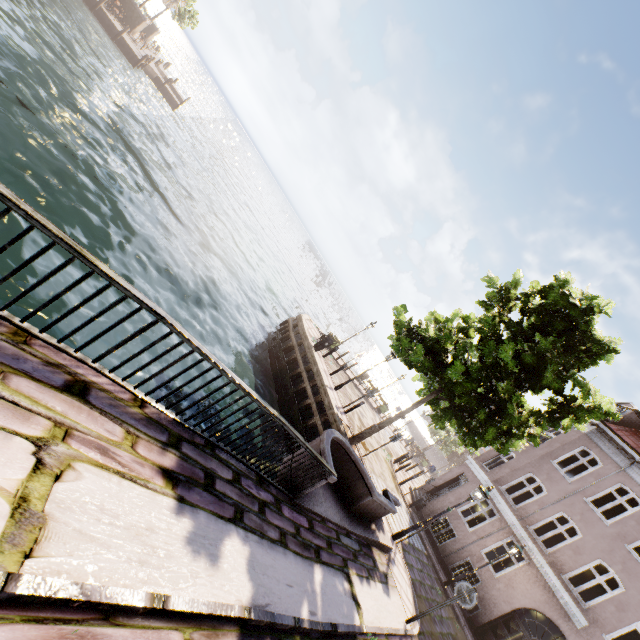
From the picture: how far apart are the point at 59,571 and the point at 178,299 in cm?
1079

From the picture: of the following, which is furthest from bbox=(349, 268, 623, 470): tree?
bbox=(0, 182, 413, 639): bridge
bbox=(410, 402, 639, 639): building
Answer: bbox=(410, 402, 639, 639): building

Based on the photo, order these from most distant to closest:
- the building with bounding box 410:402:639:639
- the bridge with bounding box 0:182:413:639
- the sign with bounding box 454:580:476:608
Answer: the building with bounding box 410:402:639:639, the sign with bounding box 454:580:476:608, the bridge with bounding box 0:182:413:639

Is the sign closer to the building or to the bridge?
the bridge

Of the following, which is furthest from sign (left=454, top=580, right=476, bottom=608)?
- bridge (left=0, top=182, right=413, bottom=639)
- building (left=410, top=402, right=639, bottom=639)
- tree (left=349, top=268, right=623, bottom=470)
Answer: building (left=410, top=402, right=639, bottom=639)

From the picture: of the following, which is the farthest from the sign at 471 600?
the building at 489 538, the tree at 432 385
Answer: the building at 489 538

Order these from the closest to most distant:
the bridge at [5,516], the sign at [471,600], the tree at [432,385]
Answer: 1. the bridge at [5,516]
2. the sign at [471,600]
3. the tree at [432,385]

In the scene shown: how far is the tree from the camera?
10.1 meters
